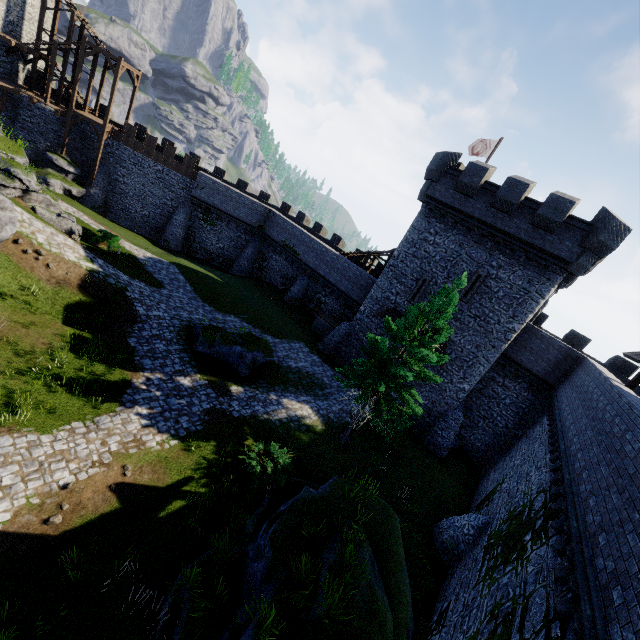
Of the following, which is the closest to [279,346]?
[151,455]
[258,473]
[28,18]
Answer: [258,473]

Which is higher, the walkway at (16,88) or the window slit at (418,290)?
the window slit at (418,290)

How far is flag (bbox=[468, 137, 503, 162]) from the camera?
25.0 meters

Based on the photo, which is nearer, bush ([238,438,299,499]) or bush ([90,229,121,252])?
bush ([238,438,299,499])

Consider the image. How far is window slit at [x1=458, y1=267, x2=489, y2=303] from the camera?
20.50m

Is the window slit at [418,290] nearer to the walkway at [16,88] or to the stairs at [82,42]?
the stairs at [82,42]

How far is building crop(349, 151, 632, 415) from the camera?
17.7 meters

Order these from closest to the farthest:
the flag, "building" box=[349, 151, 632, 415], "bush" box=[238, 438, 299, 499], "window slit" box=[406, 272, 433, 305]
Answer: "bush" box=[238, 438, 299, 499] < "building" box=[349, 151, 632, 415] < "window slit" box=[406, 272, 433, 305] < the flag
